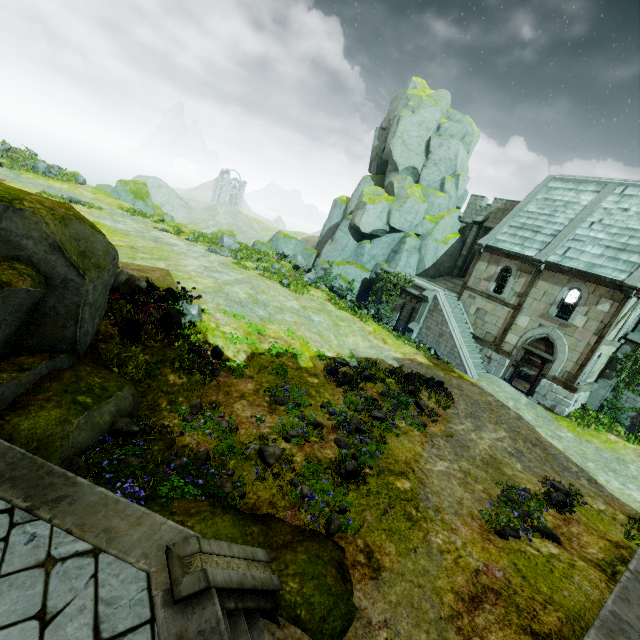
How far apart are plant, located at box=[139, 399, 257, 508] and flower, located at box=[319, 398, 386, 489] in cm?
252

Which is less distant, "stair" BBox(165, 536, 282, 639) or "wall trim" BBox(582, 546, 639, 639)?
"stair" BBox(165, 536, 282, 639)

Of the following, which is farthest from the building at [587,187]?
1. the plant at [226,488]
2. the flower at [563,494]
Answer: the plant at [226,488]

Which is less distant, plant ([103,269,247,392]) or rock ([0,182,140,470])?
rock ([0,182,140,470])

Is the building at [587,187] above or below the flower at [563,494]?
above

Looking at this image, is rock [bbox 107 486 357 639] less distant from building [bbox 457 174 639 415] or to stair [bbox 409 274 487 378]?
building [bbox 457 174 639 415]

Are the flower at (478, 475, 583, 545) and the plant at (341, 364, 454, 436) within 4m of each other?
yes

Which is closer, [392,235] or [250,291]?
[250,291]
